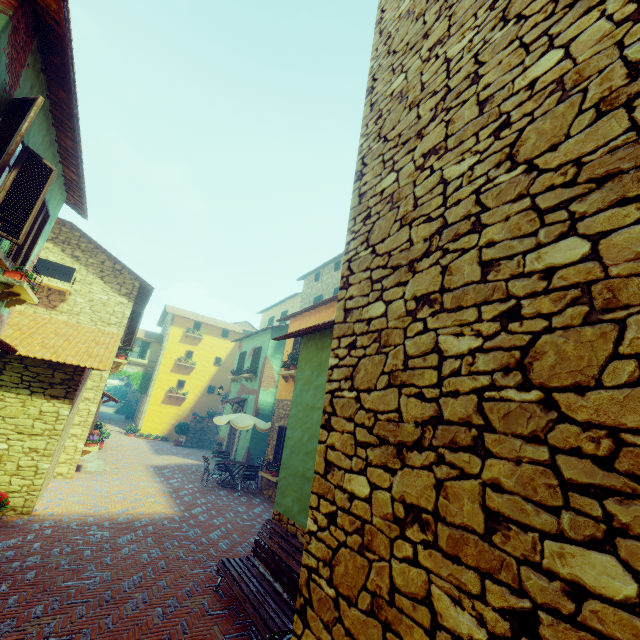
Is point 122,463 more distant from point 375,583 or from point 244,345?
point 375,583

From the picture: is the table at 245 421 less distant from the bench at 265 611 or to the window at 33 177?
the window at 33 177

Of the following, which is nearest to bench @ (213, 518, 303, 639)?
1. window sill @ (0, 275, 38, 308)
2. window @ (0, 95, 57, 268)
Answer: window @ (0, 95, 57, 268)

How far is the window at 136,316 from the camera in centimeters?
1323cm

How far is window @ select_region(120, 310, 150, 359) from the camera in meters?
13.2

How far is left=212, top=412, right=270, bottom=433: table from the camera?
12.8 meters

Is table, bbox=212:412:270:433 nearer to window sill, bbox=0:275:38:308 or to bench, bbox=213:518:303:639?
bench, bbox=213:518:303:639

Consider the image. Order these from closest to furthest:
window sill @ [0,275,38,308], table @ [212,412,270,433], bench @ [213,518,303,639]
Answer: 1. bench @ [213,518,303,639]
2. window sill @ [0,275,38,308]
3. table @ [212,412,270,433]
